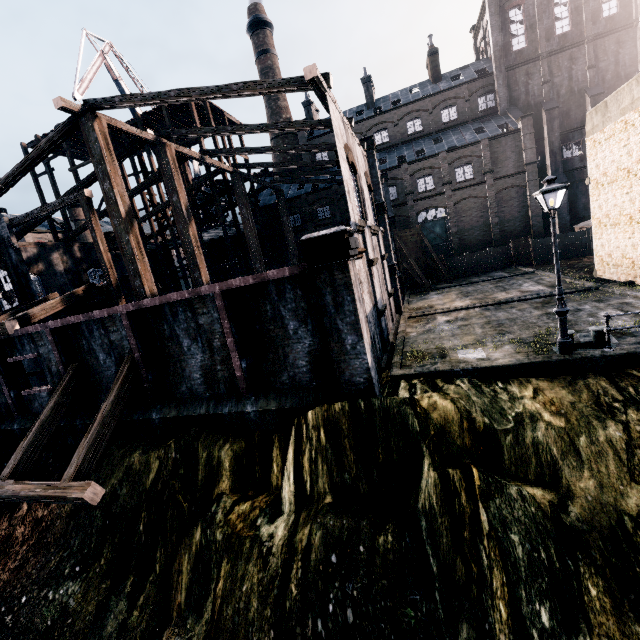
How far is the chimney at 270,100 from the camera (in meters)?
50.75

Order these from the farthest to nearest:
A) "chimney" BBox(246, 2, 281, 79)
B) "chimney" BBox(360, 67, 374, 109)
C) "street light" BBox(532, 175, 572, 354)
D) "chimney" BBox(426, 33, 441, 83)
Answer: "chimney" BBox(246, 2, 281, 79) → "chimney" BBox(360, 67, 374, 109) → "chimney" BBox(426, 33, 441, 83) → "street light" BBox(532, 175, 572, 354)

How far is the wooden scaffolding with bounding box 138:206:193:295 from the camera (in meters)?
32.81

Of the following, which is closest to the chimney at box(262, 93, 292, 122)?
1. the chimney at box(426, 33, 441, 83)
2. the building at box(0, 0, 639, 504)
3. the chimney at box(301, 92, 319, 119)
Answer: the building at box(0, 0, 639, 504)

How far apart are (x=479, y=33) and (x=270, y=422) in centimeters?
6035cm

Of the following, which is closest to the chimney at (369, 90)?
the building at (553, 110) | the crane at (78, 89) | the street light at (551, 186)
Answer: Result: the building at (553, 110)

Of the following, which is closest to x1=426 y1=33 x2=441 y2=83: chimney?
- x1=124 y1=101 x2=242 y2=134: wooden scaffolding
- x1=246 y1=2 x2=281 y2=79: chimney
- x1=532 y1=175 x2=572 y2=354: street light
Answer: x1=246 y1=2 x2=281 y2=79: chimney
